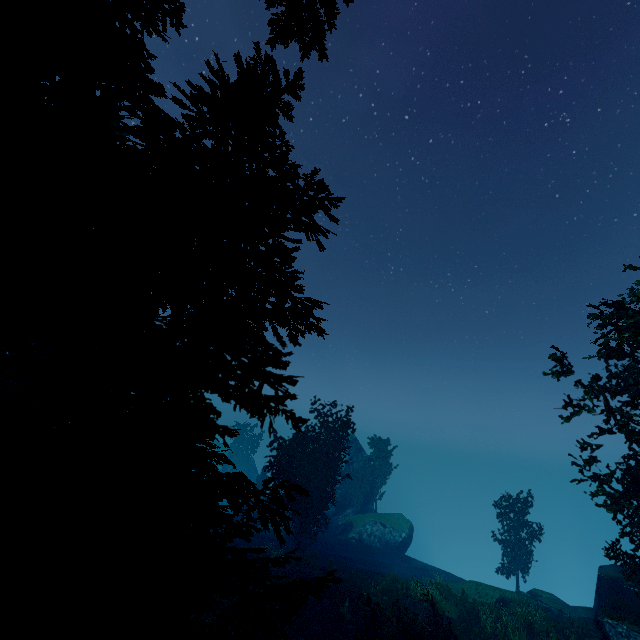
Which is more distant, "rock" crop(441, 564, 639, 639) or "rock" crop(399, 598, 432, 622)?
"rock" crop(399, 598, 432, 622)

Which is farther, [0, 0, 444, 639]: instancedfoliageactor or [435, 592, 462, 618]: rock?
[435, 592, 462, 618]: rock

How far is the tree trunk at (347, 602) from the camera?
20.63m

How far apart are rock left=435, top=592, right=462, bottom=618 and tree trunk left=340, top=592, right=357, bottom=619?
5.96m

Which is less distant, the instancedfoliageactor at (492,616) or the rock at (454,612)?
the instancedfoliageactor at (492,616)

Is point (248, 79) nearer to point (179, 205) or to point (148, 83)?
point (179, 205)

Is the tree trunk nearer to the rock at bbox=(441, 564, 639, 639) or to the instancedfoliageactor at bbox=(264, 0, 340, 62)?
the instancedfoliageactor at bbox=(264, 0, 340, 62)

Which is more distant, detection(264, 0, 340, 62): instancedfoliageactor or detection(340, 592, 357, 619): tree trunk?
detection(340, 592, 357, 619): tree trunk
